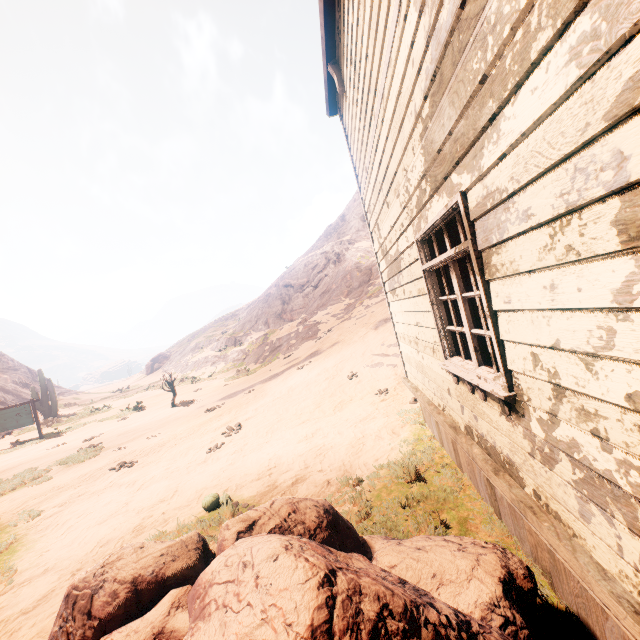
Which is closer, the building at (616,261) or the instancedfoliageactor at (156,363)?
the building at (616,261)

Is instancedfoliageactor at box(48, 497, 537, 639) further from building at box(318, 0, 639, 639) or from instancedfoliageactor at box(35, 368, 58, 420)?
instancedfoliageactor at box(35, 368, 58, 420)

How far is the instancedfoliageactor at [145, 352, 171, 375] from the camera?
47.8 meters

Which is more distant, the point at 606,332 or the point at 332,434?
the point at 332,434

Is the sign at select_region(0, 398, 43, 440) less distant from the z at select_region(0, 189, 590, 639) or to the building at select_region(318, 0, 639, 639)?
the z at select_region(0, 189, 590, 639)

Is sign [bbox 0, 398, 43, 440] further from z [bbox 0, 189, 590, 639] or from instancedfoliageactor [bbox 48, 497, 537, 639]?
instancedfoliageactor [bbox 48, 497, 537, 639]

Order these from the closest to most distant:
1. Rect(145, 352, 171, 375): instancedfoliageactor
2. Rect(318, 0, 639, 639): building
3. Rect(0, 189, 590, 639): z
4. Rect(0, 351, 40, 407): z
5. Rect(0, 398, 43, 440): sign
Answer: Rect(318, 0, 639, 639): building < Rect(0, 189, 590, 639): z < Rect(0, 398, 43, 440): sign < Rect(0, 351, 40, 407): z < Rect(145, 352, 171, 375): instancedfoliageactor

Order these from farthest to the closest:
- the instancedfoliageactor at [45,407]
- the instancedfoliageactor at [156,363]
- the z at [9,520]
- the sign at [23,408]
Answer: the instancedfoliageactor at [156,363], the instancedfoliageactor at [45,407], the sign at [23,408], the z at [9,520]
